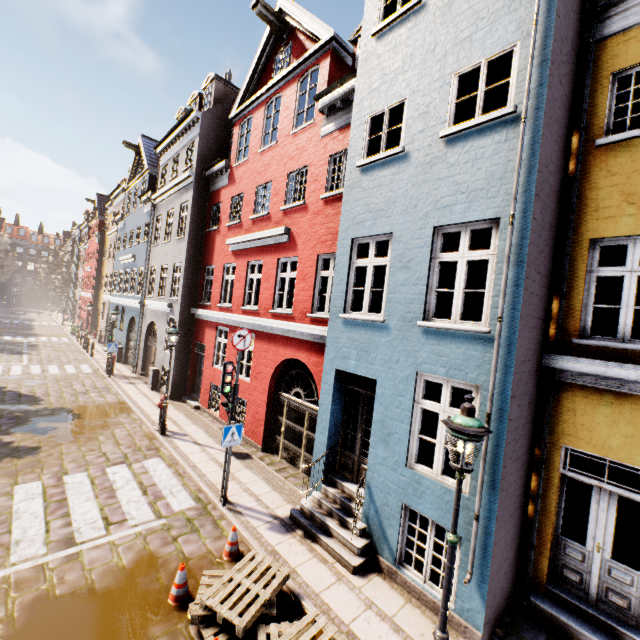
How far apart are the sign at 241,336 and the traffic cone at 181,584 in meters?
4.0

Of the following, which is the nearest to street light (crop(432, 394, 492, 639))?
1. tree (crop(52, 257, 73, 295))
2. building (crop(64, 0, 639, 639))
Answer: building (crop(64, 0, 639, 639))

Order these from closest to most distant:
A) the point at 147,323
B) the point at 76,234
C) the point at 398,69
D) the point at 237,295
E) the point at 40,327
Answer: the point at 398,69 → the point at 237,295 → the point at 147,323 → the point at 40,327 → the point at 76,234

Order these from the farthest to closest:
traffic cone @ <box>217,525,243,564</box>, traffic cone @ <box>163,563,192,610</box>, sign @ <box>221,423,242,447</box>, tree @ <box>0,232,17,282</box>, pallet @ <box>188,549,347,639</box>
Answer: tree @ <box>0,232,17,282</box> < sign @ <box>221,423,242,447</box> < traffic cone @ <box>217,525,243,564</box> < traffic cone @ <box>163,563,192,610</box> < pallet @ <box>188,549,347,639</box>

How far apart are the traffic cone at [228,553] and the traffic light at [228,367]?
2.4m

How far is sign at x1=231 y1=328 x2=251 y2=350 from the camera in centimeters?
747cm

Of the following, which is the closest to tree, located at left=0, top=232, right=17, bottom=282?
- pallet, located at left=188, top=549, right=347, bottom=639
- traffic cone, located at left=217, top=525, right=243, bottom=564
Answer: traffic cone, located at left=217, top=525, right=243, bottom=564

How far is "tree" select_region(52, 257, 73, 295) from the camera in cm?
5262
